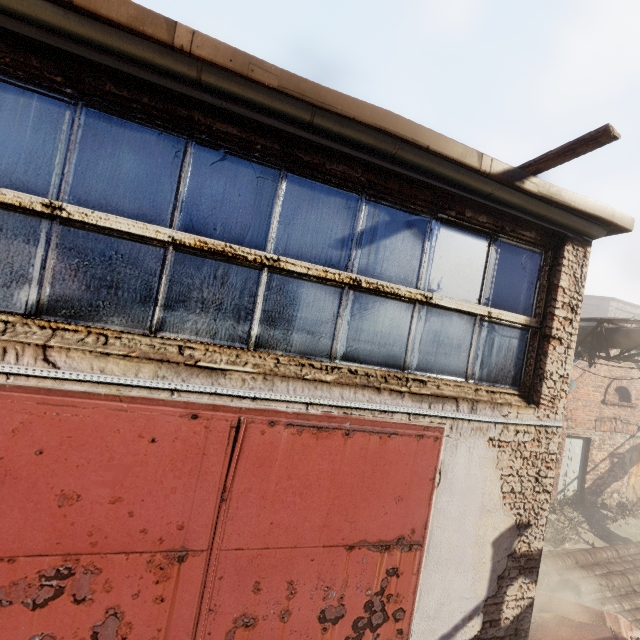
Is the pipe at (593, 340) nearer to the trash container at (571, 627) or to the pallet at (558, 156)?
the trash container at (571, 627)

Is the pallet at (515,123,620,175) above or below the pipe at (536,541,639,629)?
above

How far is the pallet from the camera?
2.6 meters

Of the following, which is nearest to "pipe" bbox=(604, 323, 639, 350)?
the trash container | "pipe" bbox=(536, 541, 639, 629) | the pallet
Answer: "pipe" bbox=(536, 541, 639, 629)

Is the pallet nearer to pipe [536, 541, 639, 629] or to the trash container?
the trash container

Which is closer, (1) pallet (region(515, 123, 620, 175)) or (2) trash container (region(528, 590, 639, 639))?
(1) pallet (region(515, 123, 620, 175))

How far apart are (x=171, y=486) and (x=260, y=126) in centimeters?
278cm

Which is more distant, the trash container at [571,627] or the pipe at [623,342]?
the pipe at [623,342]
